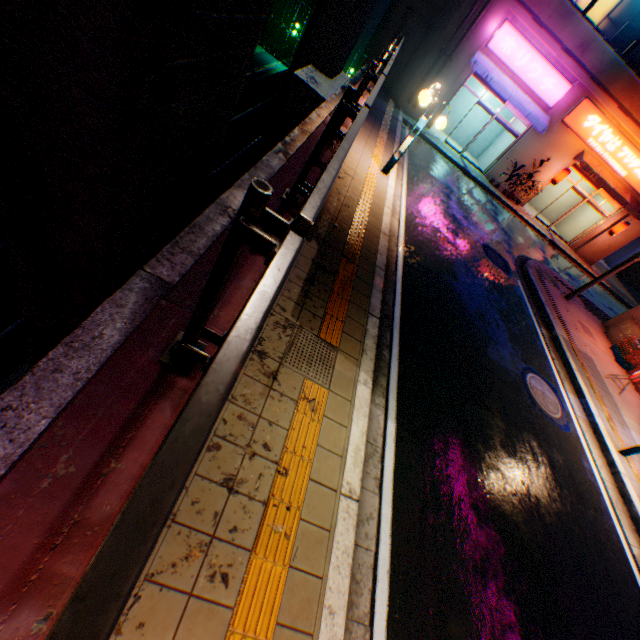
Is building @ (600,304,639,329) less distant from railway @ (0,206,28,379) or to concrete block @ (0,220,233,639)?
concrete block @ (0,220,233,639)

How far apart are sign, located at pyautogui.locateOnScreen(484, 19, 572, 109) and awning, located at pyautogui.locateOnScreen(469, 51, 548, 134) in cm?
11

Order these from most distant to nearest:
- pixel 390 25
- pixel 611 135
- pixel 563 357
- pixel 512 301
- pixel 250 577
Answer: pixel 390 25 → pixel 611 135 → pixel 512 301 → pixel 563 357 → pixel 250 577

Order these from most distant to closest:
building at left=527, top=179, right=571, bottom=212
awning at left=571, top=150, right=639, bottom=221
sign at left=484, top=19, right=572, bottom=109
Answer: building at left=527, top=179, right=571, bottom=212 → awning at left=571, top=150, right=639, bottom=221 → sign at left=484, top=19, right=572, bottom=109

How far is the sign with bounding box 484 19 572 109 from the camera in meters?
14.8

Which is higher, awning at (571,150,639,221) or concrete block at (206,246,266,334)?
awning at (571,150,639,221)

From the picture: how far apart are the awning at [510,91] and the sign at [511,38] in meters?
0.1 m

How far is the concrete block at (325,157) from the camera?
4.4 meters
